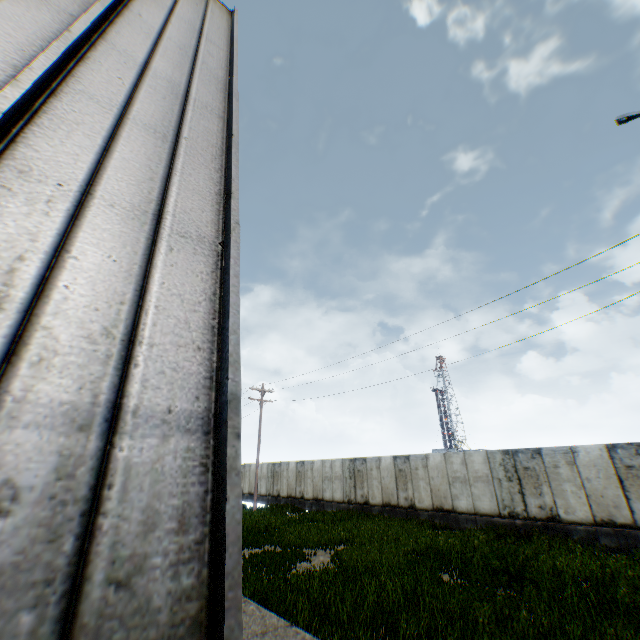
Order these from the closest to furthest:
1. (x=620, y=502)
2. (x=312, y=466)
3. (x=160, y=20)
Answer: (x=160, y=20) → (x=620, y=502) → (x=312, y=466)
